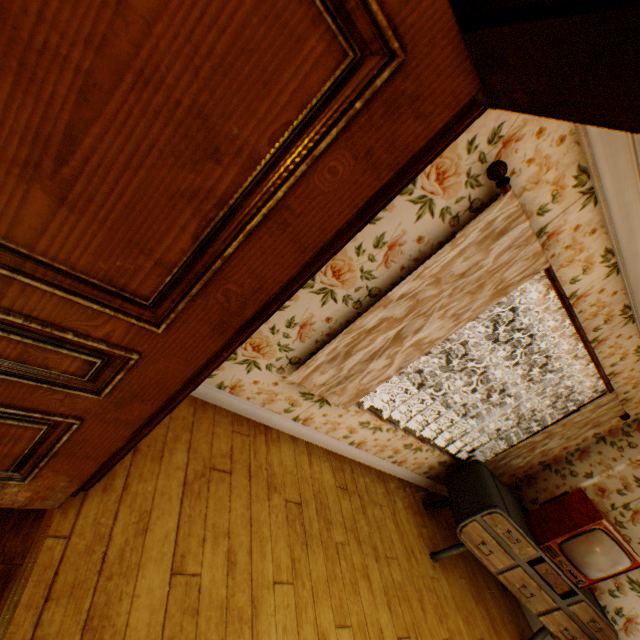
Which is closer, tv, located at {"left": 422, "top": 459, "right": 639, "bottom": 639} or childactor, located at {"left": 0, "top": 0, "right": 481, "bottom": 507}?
childactor, located at {"left": 0, "top": 0, "right": 481, "bottom": 507}

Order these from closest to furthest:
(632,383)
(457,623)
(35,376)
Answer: (35,376)
(457,623)
(632,383)

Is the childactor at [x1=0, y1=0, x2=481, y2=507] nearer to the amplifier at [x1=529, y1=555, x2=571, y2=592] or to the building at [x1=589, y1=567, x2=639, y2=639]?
the building at [x1=589, y1=567, x2=639, y2=639]

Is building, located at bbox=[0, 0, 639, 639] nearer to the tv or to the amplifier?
the tv

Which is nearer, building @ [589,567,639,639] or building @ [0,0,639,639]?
building @ [0,0,639,639]

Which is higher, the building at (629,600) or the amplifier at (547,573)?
the building at (629,600)

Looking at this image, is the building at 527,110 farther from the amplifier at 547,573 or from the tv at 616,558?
the amplifier at 547,573
